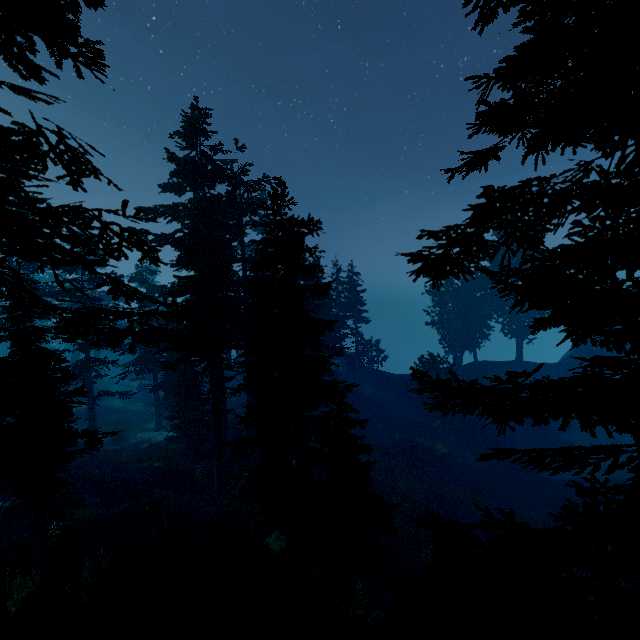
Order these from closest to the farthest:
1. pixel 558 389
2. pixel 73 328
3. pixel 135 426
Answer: pixel 558 389, pixel 73 328, pixel 135 426

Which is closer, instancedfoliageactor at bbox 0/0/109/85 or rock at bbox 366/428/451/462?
instancedfoliageactor at bbox 0/0/109/85

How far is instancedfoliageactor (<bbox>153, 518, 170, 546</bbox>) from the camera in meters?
14.1 m

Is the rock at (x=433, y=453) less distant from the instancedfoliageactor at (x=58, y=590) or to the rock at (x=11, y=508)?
the instancedfoliageactor at (x=58, y=590)

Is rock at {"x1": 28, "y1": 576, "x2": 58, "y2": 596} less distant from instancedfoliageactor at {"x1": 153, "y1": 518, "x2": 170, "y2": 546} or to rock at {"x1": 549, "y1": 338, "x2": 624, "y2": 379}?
instancedfoliageactor at {"x1": 153, "y1": 518, "x2": 170, "y2": 546}

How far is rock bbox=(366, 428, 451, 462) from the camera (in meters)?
32.28

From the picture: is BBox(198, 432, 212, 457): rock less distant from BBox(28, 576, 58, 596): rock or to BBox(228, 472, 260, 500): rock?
BBox(228, 472, 260, 500): rock

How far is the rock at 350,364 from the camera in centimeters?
4878cm
